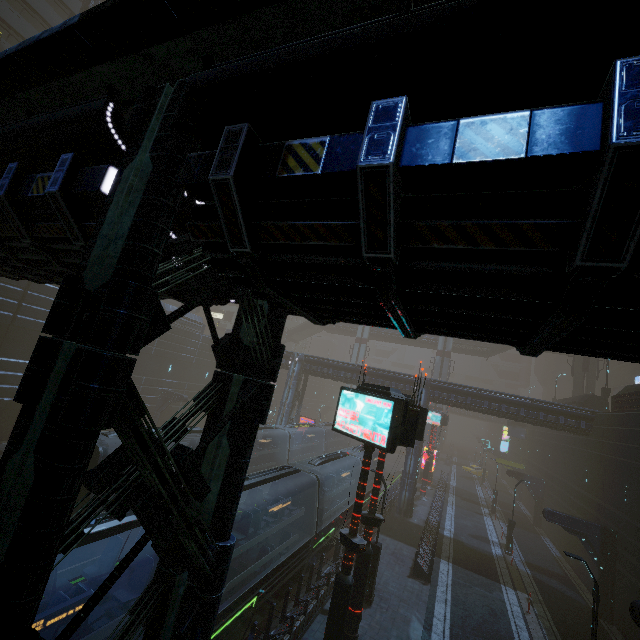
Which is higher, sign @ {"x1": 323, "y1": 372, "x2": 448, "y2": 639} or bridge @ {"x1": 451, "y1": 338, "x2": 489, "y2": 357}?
bridge @ {"x1": 451, "y1": 338, "x2": 489, "y2": 357}

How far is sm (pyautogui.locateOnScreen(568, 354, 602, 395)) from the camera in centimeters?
3897cm

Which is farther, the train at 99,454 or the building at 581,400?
the building at 581,400

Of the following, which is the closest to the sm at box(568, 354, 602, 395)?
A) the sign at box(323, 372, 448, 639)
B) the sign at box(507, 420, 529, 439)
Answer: the sign at box(507, 420, 529, 439)

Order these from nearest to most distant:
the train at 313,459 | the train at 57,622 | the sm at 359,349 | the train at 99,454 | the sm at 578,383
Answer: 1. the train at 57,622
2. the train at 313,459
3. the train at 99,454
4. the sm at 578,383
5. the sm at 359,349

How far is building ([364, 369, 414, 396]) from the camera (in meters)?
30.31

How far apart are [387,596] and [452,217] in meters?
19.9

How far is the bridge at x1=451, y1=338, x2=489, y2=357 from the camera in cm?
5112
